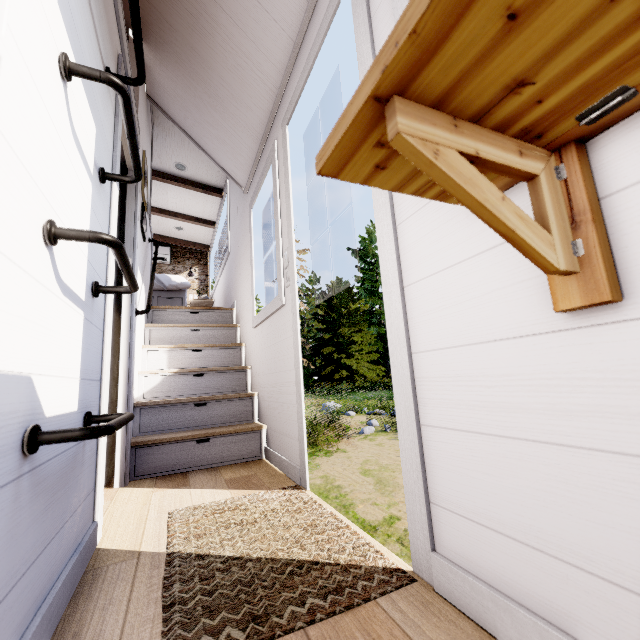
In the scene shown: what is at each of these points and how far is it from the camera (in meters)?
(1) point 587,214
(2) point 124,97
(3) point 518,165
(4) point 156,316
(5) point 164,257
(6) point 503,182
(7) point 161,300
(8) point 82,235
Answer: (1) shelf, 0.56
(2) metal rail, 1.00
(3) support, 0.56
(4) stair, 3.75
(5) air conditioner, 6.95
(6) shelf, 0.70
(7) bed, 4.86
(8) metal rail, 0.84

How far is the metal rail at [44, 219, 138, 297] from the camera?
0.81m

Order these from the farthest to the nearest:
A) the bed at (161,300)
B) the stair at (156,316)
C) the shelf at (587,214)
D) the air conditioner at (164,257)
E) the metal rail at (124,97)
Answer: the air conditioner at (164,257), the bed at (161,300), the stair at (156,316), the metal rail at (124,97), the shelf at (587,214)

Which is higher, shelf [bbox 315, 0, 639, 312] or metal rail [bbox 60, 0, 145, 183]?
metal rail [bbox 60, 0, 145, 183]

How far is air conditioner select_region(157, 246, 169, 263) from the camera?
6.9m

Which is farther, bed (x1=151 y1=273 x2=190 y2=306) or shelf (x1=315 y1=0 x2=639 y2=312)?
bed (x1=151 y1=273 x2=190 y2=306)

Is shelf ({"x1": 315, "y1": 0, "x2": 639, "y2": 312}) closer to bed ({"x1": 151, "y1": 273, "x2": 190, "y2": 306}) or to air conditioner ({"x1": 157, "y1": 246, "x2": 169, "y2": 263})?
bed ({"x1": 151, "y1": 273, "x2": 190, "y2": 306})

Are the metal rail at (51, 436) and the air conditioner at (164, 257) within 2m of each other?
no
